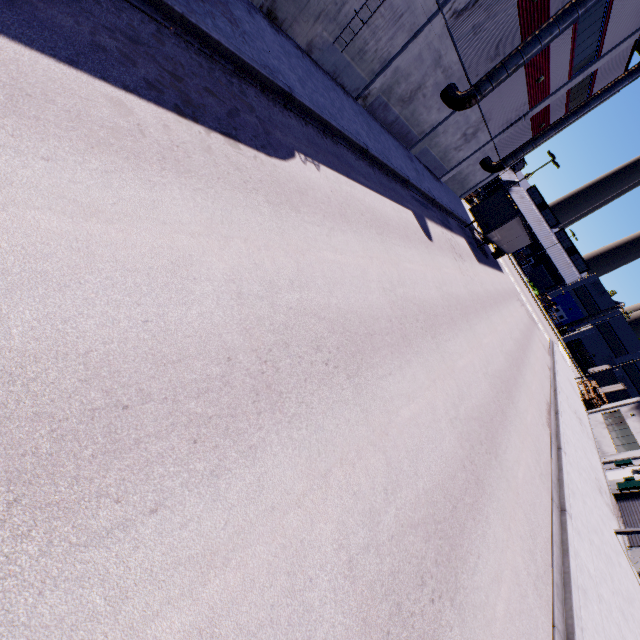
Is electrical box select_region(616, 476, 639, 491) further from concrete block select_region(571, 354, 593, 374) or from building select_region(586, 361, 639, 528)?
concrete block select_region(571, 354, 593, 374)

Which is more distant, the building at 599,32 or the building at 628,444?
the building at 628,444

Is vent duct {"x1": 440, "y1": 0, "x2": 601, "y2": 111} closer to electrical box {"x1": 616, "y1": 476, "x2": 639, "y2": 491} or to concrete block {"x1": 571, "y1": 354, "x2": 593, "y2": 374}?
electrical box {"x1": 616, "y1": 476, "x2": 639, "y2": 491}

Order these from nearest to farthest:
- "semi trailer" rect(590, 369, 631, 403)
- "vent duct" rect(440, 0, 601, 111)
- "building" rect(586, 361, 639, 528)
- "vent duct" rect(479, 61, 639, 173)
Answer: "vent duct" rect(440, 0, 601, 111)
"building" rect(586, 361, 639, 528)
"vent duct" rect(479, 61, 639, 173)
"semi trailer" rect(590, 369, 631, 403)

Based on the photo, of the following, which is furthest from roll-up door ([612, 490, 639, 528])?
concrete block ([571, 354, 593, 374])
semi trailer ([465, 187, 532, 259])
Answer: concrete block ([571, 354, 593, 374])

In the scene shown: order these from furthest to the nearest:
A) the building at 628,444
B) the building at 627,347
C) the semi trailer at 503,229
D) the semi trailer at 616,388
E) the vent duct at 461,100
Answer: the building at 627,347 < the semi trailer at 616,388 < the semi trailer at 503,229 < the building at 628,444 < the vent duct at 461,100

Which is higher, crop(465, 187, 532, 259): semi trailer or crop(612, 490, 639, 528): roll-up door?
crop(465, 187, 532, 259): semi trailer

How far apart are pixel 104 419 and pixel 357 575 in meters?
3.4 m
